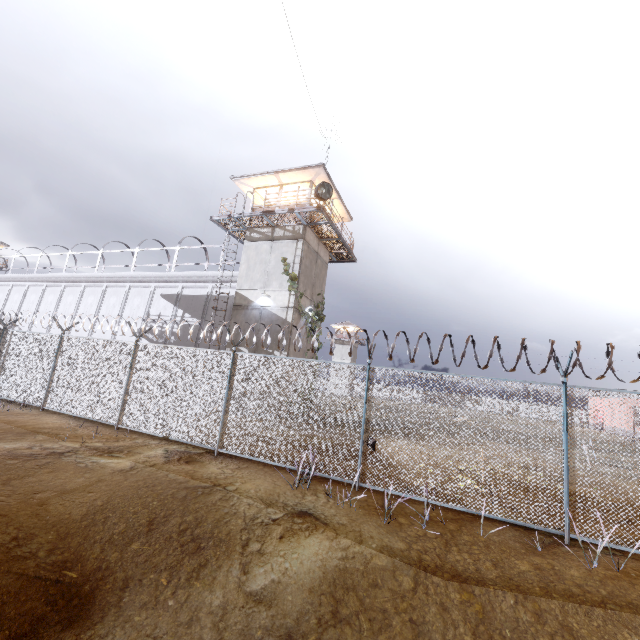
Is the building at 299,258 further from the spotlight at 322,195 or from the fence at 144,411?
the fence at 144,411

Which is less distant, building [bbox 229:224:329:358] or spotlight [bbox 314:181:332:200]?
spotlight [bbox 314:181:332:200]

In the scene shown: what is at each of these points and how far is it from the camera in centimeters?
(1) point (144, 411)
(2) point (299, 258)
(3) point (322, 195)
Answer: (1) fence, 1008cm
(2) building, 1786cm
(3) spotlight, 1670cm

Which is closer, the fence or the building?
the fence

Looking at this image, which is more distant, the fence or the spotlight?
the spotlight

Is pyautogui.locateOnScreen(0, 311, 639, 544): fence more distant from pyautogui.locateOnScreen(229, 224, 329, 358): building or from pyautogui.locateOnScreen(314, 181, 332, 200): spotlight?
pyautogui.locateOnScreen(314, 181, 332, 200): spotlight
